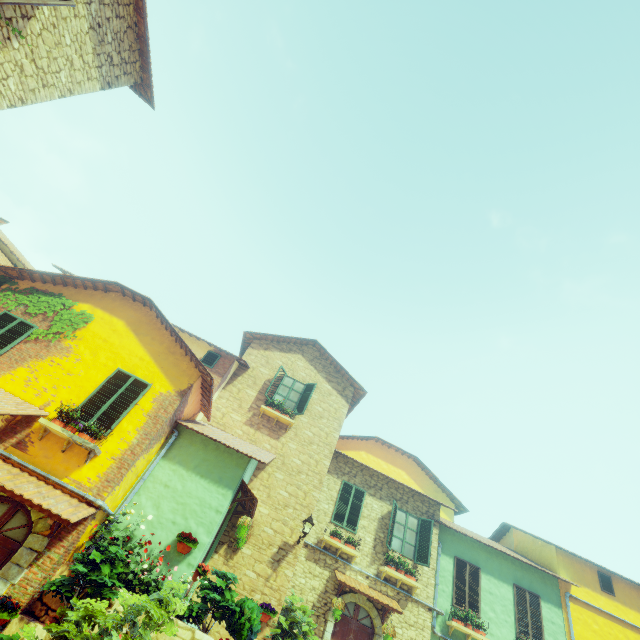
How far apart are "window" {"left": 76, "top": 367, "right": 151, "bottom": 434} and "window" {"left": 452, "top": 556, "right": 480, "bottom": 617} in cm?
1366

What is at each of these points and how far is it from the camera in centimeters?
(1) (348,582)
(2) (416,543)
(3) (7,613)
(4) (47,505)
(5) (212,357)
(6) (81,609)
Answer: (1) door eaves, 1100cm
(2) window, 1291cm
(3) flower pot, 576cm
(4) door eaves, 647cm
(5) window, 1314cm
(6) flower pot, 555cm

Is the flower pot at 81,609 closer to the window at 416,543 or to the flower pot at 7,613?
the flower pot at 7,613

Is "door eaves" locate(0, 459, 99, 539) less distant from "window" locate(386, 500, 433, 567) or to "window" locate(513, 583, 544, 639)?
"window" locate(386, 500, 433, 567)

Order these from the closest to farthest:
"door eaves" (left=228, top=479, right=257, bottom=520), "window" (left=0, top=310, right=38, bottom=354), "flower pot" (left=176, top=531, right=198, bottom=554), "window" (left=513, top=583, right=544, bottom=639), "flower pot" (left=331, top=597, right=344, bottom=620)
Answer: "flower pot" (left=176, top=531, right=198, bottom=554), "window" (left=0, top=310, right=38, bottom=354), "door eaves" (left=228, top=479, right=257, bottom=520), "flower pot" (left=331, top=597, right=344, bottom=620), "window" (left=513, top=583, right=544, bottom=639)

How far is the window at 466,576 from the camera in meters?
12.3 m

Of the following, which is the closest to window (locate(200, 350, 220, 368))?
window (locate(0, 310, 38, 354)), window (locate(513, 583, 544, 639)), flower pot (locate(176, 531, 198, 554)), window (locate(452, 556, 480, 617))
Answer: window (locate(0, 310, 38, 354))

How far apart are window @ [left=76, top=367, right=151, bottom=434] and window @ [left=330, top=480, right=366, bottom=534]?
8.58m
